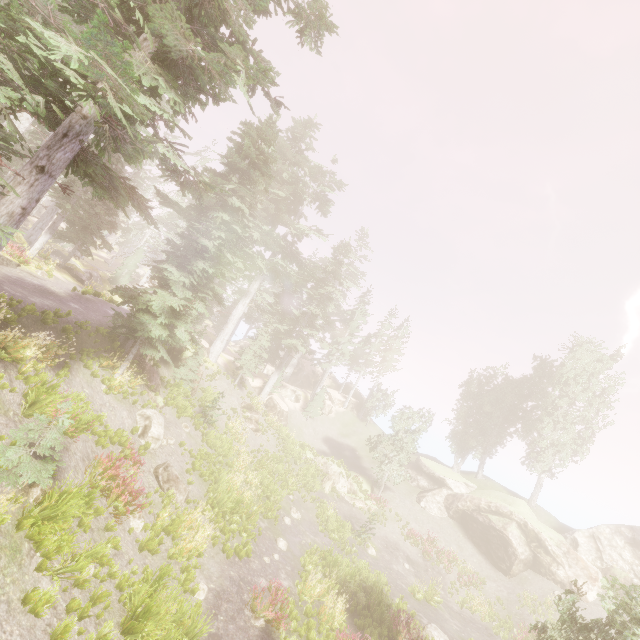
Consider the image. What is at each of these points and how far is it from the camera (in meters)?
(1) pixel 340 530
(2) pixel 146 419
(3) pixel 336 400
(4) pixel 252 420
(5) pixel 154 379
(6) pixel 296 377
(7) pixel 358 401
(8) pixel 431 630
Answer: (1) instancedfoliageactor, 21.80
(2) rock, 15.21
(3) rock, 47.03
(4) rock, 28.53
(5) rock, 18.45
(6) rock, 50.22
(7) rock, 48.38
(8) rock, 15.80

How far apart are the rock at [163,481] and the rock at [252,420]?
13.3 meters

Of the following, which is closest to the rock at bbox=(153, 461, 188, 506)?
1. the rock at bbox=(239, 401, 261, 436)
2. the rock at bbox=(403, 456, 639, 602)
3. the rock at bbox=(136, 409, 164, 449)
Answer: the rock at bbox=(136, 409, 164, 449)

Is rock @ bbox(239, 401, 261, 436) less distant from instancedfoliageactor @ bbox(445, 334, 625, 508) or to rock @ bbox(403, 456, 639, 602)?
instancedfoliageactor @ bbox(445, 334, 625, 508)

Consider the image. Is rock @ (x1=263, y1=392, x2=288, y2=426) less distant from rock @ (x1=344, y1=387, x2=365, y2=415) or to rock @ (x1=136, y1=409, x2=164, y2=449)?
rock @ (x1=344, y1=387, x2=365, y2=415)

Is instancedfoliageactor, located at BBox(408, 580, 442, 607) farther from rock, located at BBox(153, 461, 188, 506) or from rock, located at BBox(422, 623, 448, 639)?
rock, located at BBox(153, 461, 188, 506)

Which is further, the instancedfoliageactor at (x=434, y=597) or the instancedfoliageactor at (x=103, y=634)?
the instancedfoliageactor at (x=434, y=597)

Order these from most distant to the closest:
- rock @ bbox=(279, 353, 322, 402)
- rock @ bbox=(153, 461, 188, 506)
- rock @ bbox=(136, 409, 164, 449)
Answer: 1. rock @ bbox=(279, 353, 322, 402)
2. rock @ bbox=(136, 409, 164, 449)
3. rock @ bbox=(153, 461, 188, 506)
